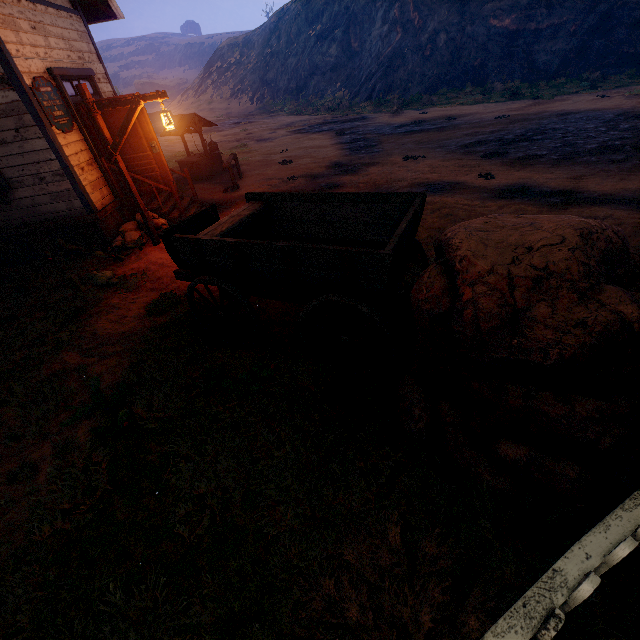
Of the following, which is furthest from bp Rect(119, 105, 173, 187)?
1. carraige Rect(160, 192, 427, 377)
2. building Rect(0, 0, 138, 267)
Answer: carraige Rect(160, 192, 427, 377)

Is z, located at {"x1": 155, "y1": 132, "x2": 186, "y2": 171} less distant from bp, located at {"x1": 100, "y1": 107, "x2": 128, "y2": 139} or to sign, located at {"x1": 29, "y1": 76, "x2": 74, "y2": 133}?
bp, located at {"x1": 100, "y1": 107, "x2": 128, "y2": 139}

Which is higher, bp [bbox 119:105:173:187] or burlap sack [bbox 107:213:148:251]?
bp [bbox 119:105:173:187]

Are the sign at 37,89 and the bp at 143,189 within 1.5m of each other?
yes

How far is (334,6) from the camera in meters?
37.0

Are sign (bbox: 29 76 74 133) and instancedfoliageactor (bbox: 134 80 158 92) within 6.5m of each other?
no

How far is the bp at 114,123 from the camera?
7.62m
